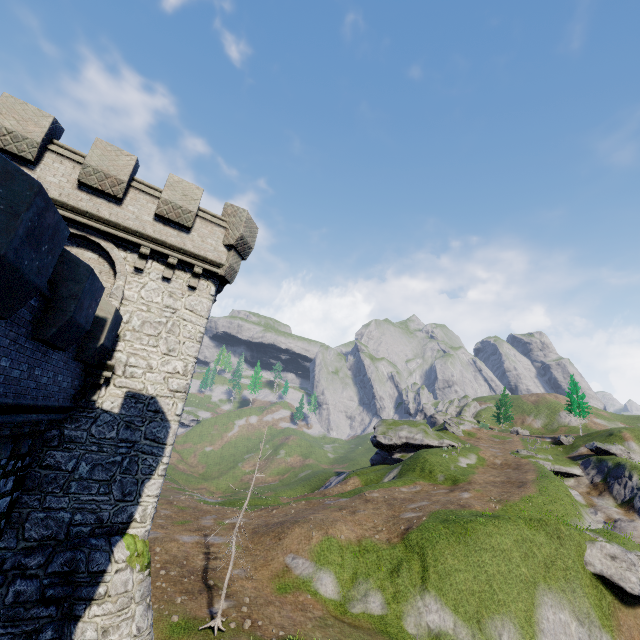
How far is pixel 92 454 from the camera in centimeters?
1036cm
